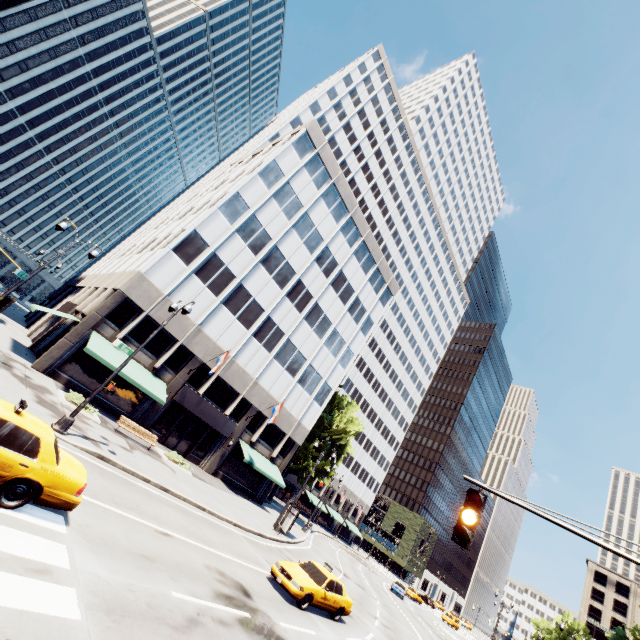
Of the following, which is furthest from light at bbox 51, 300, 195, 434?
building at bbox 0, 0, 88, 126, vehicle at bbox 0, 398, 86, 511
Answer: building at bbox 0, 0, 88, 126

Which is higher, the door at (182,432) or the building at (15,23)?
the building at (15,23)

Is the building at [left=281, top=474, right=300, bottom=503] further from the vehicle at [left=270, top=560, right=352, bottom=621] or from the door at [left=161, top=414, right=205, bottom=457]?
the vehicle at [left=270, top=560, right=352, bottom=621]

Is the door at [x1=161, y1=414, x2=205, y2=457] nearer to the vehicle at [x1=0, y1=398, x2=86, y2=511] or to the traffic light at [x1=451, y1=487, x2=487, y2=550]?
the vehicle at [x1=0, y1=398, x2=86, y2=511]

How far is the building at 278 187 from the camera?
24.2 meters

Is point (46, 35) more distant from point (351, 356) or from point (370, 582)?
point (370, 582)

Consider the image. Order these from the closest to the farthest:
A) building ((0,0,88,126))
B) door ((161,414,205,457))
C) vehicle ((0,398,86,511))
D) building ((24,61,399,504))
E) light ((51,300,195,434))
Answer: vehicle ((0,398,86,511)), light ((51,300,195,434)), building ((24,61,399,504)), door ((161,414,205,457)), building ((0,0,88,126))

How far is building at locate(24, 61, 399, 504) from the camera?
24.2m
